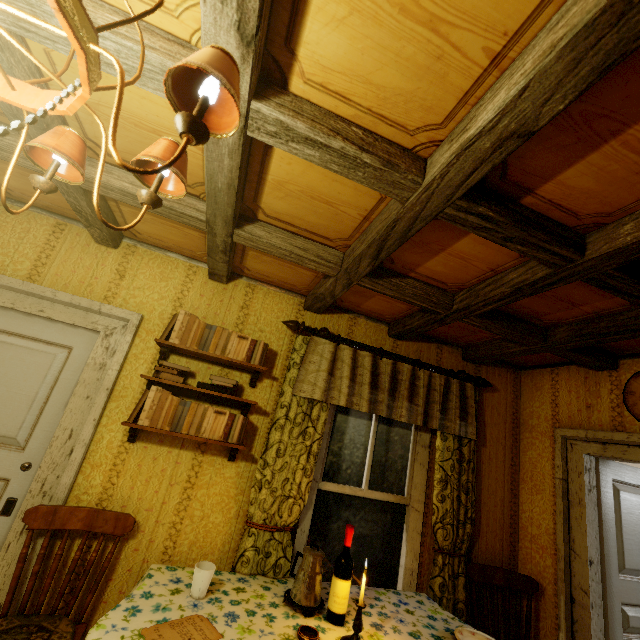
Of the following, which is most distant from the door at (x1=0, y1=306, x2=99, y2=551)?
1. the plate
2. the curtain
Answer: the plate

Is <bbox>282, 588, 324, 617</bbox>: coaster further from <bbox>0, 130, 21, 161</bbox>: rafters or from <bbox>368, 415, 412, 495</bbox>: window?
<bbox>0, 130, 21, 161</bbox>: rafters

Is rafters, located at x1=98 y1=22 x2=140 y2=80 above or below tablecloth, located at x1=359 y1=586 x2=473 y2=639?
above

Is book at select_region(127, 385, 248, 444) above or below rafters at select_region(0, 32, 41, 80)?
below

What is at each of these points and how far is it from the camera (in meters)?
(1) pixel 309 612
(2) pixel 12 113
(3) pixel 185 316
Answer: (1) coaster, 1.77
(2) rafters, 1.34
(3) book, 2.28

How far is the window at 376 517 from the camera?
2.5m

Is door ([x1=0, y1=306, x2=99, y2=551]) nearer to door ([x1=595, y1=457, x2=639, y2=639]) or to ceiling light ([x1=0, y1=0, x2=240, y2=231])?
ceiling light ([x1=0, y1=0, x2=240, y2=231])

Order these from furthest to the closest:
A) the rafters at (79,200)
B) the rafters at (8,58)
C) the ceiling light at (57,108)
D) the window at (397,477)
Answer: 1. the window at (397,477)
2. the rafters at (79,200)
3. the rafters at (8,58)
4. the ceiling light at (57,108)
